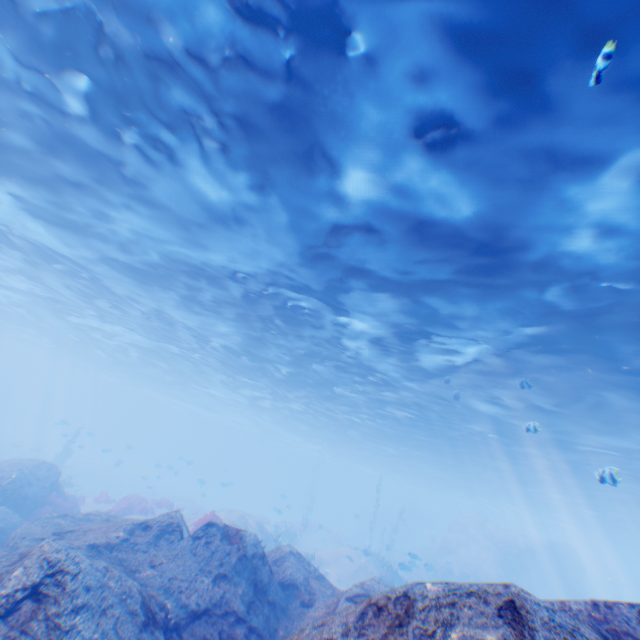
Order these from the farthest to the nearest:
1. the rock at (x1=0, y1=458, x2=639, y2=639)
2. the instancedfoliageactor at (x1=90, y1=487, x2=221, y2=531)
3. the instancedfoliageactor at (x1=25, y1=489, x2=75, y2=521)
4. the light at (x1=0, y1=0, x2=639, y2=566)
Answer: the instancedfoliageactor at (x1=25, y1=489, x2=75, y2=521) < the instancedfoliageactor at (x1=90, y1=487, x2=221, y2=531) < the light at (x1=0, y1=0, x2=639, y2=566) < the rock at (x1=0, y1=458, x2=639, y2=639)

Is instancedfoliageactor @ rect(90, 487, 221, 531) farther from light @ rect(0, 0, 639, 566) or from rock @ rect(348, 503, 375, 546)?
rock @ rect(348, 503, 375, 546)

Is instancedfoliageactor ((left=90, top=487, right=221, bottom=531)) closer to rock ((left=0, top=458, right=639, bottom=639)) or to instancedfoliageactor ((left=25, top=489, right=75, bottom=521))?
instancedfoliageactor ((left=25, top=489, right=75, bottom=521))

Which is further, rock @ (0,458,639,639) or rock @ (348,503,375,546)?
rock @ (348,503,375,546)

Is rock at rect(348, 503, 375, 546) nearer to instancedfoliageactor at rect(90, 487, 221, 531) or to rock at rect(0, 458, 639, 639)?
rock at rect(0, 458, 639, 639)

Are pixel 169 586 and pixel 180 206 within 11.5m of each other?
yes

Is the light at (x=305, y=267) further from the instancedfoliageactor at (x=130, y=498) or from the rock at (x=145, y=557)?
the instancedfoliageactor at (x=130, y=498)

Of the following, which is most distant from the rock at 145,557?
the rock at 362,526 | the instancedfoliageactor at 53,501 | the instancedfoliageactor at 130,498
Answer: the instancedfoliageactor at 130,498
